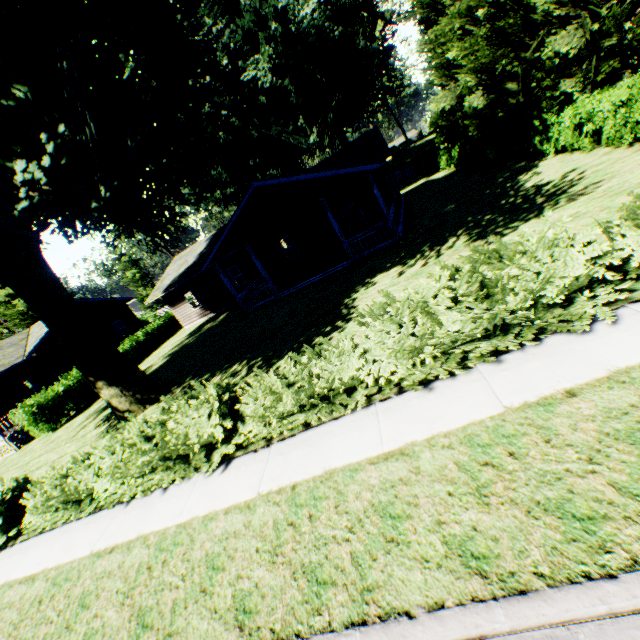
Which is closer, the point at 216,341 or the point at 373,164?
the point at 373,164

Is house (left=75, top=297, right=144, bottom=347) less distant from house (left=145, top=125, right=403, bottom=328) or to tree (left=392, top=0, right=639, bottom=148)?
house (left=145, top=125, right=403, bottom=328)

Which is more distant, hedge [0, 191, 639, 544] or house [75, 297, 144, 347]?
house [75, 297, 144, 347]

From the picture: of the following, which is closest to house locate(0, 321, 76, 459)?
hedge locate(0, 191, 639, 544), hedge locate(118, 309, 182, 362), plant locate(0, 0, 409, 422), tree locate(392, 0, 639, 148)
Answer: plant locate(0, 0, 409, 422)

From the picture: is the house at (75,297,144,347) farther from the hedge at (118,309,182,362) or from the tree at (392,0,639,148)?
the tree at (392,0,639,148)

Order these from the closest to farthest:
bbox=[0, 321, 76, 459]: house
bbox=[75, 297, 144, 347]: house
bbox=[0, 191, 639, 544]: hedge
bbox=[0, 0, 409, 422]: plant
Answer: bbox=[0, 191, 639, 544]: hedge, bbox=[0, 0, 409, 422]: plant, bbox=[0, 321, 76, 459]: house, bbox=[75, 297, 144, 347]: house

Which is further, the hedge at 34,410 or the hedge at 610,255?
the hedge at 34,410

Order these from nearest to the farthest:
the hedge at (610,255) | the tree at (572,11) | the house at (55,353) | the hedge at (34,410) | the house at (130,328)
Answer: the hedge at (610,255), the tree at (572,11), the hedge at (34,410), the house at (55,353), the house at (130,328)
